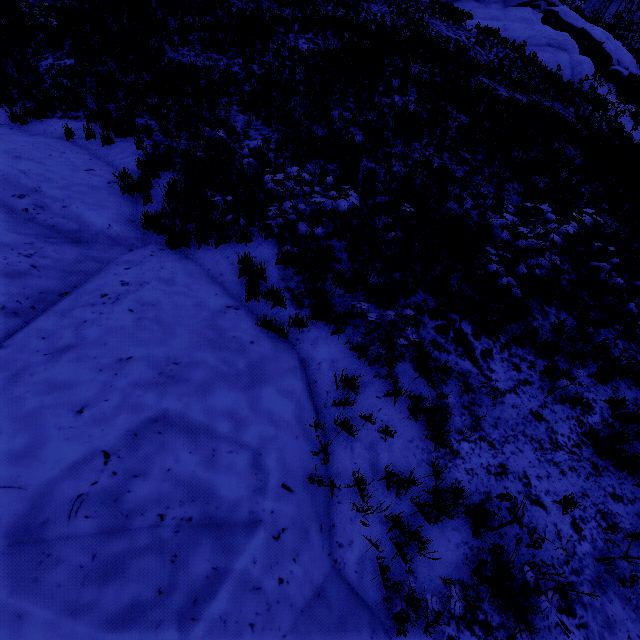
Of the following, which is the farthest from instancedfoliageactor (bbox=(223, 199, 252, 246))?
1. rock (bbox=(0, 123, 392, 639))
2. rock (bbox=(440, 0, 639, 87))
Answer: rock (bbox=(440, 0, 639, 87))

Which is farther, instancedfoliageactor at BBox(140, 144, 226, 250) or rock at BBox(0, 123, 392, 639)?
instancedfoliageactor at BBox(140, 144, 226, 250)

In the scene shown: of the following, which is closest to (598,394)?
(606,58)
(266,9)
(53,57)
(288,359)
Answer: (288,359)

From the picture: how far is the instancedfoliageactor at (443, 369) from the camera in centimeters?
513cm

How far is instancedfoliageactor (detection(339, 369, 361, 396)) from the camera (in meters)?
4.58

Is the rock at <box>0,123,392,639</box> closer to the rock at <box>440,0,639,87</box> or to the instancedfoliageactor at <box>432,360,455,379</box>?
the instancedfoliageactor at <box>432,360,455,379</box>

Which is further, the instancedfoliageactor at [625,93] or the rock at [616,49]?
the rock at [616,49]

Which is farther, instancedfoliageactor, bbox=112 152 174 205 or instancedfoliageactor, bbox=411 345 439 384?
instancedfoliageactor, bbox=112 152 174 205
